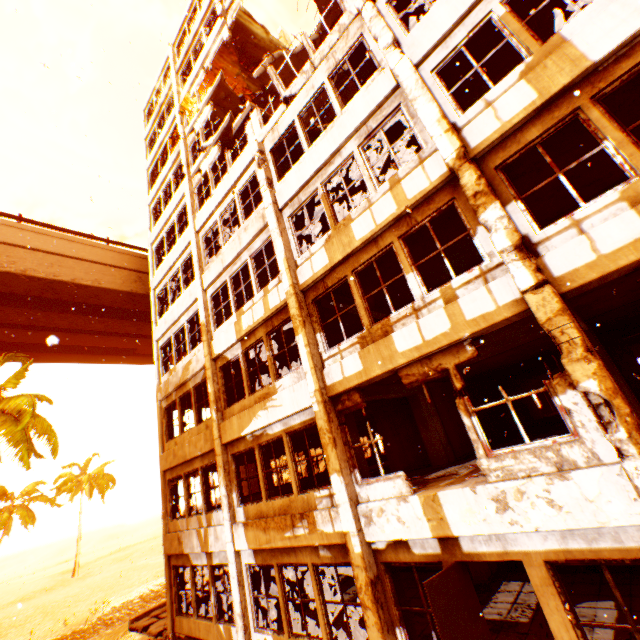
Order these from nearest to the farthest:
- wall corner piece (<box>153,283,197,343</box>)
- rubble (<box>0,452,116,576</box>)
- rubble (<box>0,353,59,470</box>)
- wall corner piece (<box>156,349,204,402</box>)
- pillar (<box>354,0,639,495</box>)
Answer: pillar (<box>354,0,639,495</box>)
wall corner piece (<box>156,349,204,402</box>)
wall corner piece (<box>153,283,197,343</box>)
rubble (<box>0,353,59,470</box>)
rubble (<box>0,452,116,576</box>)

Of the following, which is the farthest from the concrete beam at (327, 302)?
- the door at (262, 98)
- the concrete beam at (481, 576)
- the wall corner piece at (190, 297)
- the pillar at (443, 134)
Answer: the door at (262, 98)

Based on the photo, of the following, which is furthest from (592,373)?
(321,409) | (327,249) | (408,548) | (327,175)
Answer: (327,175)

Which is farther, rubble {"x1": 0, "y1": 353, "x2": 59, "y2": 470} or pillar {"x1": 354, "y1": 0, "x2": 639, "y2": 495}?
rubble {"x1": 0, "y1": 353, "x2": 59, "y2": 470}

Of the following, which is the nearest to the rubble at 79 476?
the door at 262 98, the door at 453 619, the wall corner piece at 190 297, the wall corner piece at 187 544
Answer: the wall corner piece at 190 297

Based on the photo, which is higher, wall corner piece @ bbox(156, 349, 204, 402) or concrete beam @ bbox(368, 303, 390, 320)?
wall corner piece @ bbox(156, 349, 204, 402)

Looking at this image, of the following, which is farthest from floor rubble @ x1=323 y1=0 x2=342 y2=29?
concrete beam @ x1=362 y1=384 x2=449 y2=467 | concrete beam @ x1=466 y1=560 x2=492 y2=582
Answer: concrete beam @ x1=466 y1=560 x2=492 y2=582

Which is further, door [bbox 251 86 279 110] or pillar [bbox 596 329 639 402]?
door [bbox 251 86 279 110]
